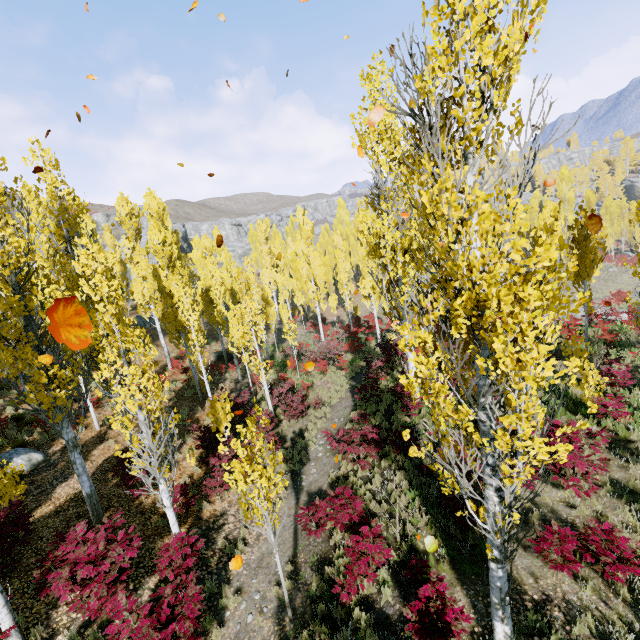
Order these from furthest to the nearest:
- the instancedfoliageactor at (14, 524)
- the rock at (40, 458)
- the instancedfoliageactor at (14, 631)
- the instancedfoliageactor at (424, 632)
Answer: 1. the rock at (40, 458)
2. the instancedfoliageactor at (14, 524)
3. the instancedfoliageactor at (14, 631)
4. the instancedfoliageactor at (424, 632)

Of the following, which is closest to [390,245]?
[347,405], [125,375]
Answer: [347,405]

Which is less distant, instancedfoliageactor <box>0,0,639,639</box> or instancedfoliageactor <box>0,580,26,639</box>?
instancedfoliageactor <box>0,0,639,639</box>

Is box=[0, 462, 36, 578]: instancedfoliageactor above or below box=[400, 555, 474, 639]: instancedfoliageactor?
above

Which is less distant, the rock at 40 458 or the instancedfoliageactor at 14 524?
the instancedfoliageactor at 14 524

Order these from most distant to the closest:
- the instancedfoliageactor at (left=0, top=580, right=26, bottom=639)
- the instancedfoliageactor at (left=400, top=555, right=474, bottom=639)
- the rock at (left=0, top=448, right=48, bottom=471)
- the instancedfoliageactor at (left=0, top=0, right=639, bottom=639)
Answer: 1. the rock at (left=0, top=448, right=48, bottom=471)
2. the instancedfoliageactor at (left=0, top=580, right=26, bottom=639)
3. the instancedfoliageactor at (left=400, top=555, right=474, bottom=639)
4. the instancedfoliageactor at (left=0, top=0, right=639, bottom=639)

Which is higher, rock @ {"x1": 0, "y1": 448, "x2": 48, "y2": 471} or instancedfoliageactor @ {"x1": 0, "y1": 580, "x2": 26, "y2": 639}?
rock @ {"x1": 0, "y1": 448, "x2": 48, "y2": 471}
